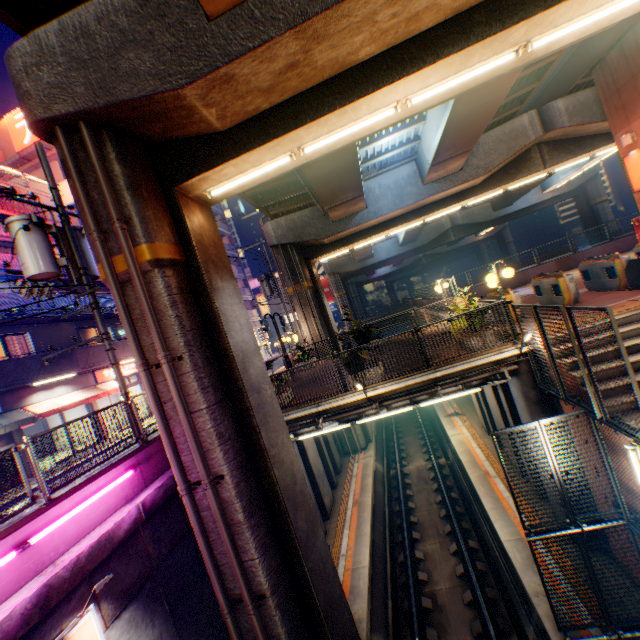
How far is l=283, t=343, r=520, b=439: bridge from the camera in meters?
9.1 m

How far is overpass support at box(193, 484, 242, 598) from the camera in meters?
6.6 m

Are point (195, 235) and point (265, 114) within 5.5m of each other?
yes

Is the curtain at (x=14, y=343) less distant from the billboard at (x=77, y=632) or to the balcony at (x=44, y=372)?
the balcony at (x=44, y=372)

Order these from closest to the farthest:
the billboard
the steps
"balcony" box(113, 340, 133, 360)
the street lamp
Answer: the billboard
the street lamp
the steps
"balcony" box(113, 340, 133, 360)

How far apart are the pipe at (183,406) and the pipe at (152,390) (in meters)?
0.30

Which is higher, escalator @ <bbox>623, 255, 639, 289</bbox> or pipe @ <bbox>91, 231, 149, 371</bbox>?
pipe @ <bbox>91, 231, 149, 371</bbox>

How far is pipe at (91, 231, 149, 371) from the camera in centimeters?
622cm
